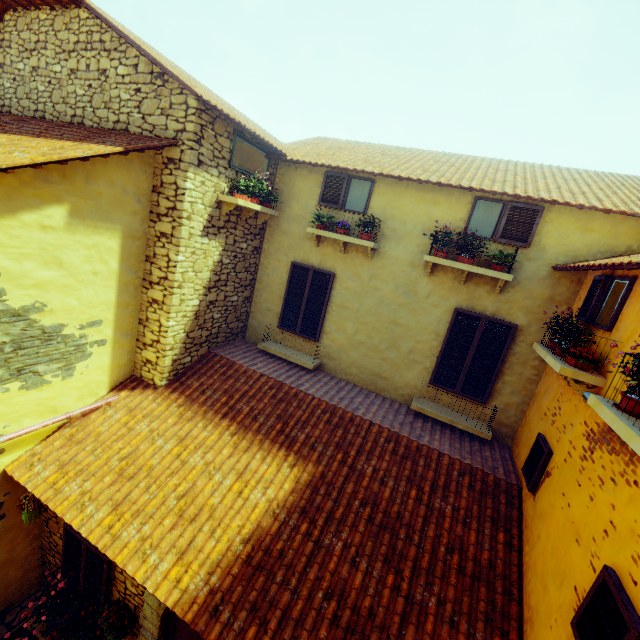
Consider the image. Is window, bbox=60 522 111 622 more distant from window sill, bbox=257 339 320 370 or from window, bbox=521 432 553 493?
window sill, bbox=257 339 320 370

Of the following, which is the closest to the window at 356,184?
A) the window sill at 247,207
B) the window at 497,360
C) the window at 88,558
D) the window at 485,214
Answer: the window sill at 247,207

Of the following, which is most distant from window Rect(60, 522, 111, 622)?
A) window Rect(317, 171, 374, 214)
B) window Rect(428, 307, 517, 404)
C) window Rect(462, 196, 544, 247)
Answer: window Rect(462, 196, 544, 247)

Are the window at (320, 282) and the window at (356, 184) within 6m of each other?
yes

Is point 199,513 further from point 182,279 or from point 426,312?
point 426,312

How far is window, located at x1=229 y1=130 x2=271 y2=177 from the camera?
6.1m

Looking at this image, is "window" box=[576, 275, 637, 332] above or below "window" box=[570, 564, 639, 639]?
above

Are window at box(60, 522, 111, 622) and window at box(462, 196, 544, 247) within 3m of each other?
no
